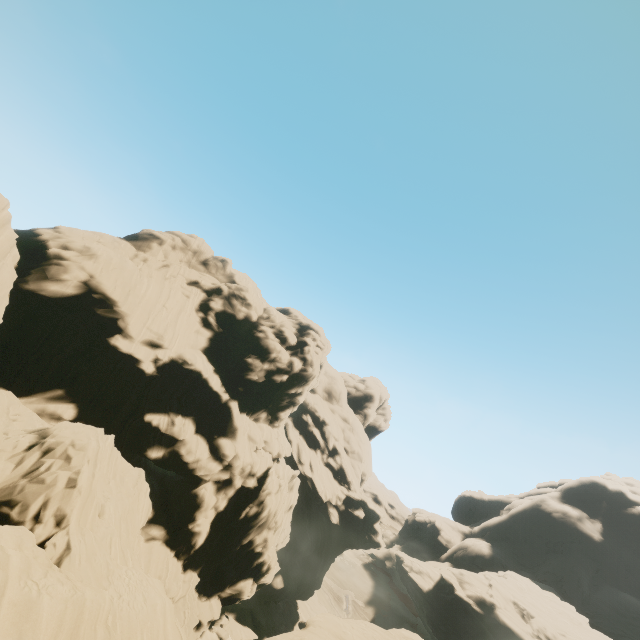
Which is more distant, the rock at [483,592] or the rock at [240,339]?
the rock at [483,592]

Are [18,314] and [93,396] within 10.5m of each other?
yes

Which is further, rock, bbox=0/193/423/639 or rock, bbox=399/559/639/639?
rock, bbox=399/559/639/639
